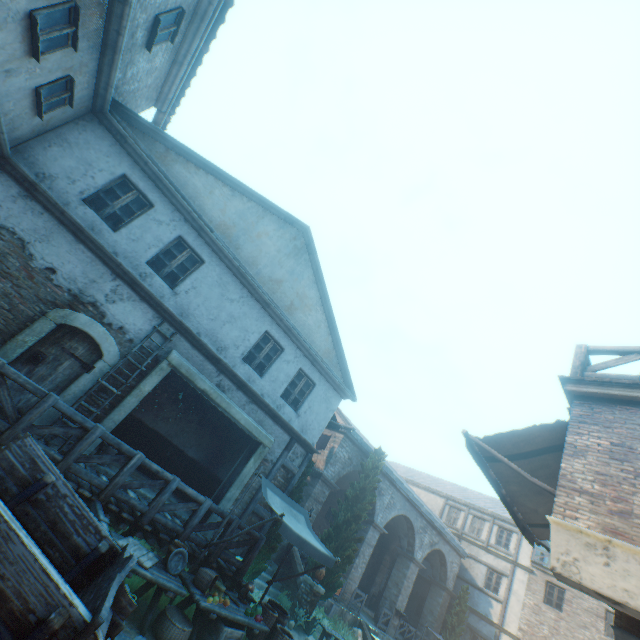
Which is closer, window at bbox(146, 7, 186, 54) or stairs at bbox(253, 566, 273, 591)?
window at bbox(146, 7, 186, 54)

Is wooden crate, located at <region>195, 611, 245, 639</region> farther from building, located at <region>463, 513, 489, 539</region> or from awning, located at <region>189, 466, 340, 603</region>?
building, located at <region>463, 513, 489, 539</region>

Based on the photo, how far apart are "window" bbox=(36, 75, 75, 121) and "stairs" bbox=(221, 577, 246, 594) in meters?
11.5

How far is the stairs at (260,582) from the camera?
11.9m

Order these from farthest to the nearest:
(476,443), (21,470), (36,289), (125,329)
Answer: (125,329) < (36,289) < (476,443) < (21,470)

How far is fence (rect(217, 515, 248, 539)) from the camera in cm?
773

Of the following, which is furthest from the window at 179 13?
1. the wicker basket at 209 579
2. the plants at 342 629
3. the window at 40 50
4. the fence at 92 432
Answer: the plants at 342 629

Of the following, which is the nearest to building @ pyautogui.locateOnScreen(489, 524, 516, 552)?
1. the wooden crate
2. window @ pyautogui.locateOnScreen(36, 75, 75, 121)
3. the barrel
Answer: the barrel
